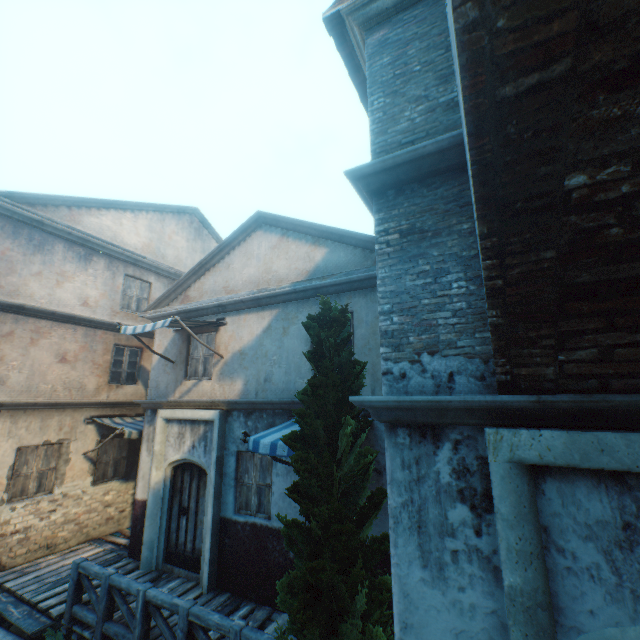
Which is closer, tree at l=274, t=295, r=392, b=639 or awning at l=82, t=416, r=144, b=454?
tree at l=274, t=295, r=392, b=639

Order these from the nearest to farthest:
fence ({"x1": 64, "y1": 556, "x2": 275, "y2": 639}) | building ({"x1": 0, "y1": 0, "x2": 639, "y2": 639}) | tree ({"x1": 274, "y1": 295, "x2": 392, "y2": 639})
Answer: building ({"x1": 0, "y1": 0, "x2": 639, "y2": 639}) < tree ({"x1": 274, "y1": 295, "x2": 392, "y2": 639}) < fence ({"x1": 64, "y1": 556, "x2": 275, "y2": 639})

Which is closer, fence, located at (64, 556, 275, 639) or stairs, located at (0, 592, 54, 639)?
fence, located at (64, 556, 275, 639)

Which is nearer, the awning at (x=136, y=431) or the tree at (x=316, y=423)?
the tree at (x=316, y=423)

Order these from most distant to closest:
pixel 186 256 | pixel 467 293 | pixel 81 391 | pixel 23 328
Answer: pixel 186 256, pixel 81 391, pixel 23 328, pixel 467 293

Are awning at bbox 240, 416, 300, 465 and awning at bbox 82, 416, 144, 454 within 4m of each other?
no

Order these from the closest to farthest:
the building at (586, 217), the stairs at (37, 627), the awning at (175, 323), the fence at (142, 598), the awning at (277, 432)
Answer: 1. the building at (586, 217)
2. the fence at (142, 598)
3. the awning at (277, 432)
4. the stairs at (37, 627)
5. the awning at (175, 323)

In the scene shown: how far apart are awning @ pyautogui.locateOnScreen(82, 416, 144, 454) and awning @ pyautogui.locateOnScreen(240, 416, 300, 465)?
5.3 meters
